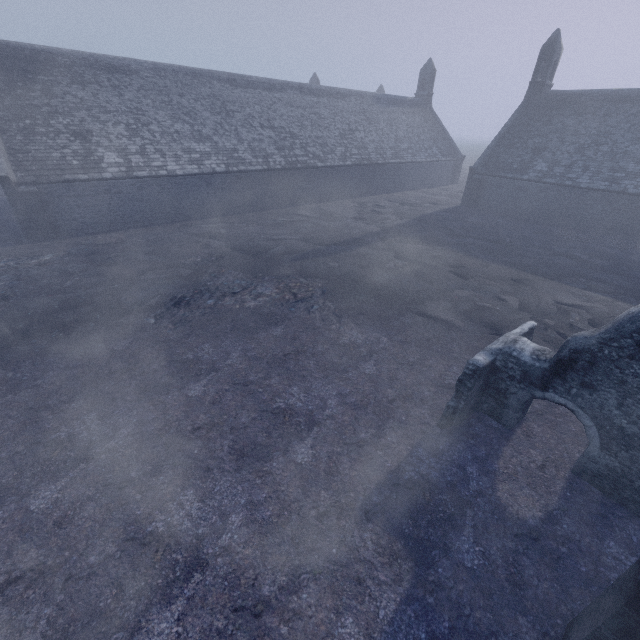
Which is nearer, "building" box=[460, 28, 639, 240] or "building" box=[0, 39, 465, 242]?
"building" box=[0, 39, 465, 242]

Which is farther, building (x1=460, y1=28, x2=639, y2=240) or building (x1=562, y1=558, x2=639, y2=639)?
building (x1=460, y1=28, x2=639, y2=240)

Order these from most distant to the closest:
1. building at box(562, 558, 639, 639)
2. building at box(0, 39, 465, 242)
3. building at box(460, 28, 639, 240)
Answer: building at box(460, 28, 639, 240) < building at box(0, 39, 465, 242) < building at box(562, 558, 639, 639)

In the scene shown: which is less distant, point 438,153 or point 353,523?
point 353,523

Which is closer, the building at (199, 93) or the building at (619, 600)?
the building at (619, 600)

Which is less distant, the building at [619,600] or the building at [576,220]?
the building at [619,600]
